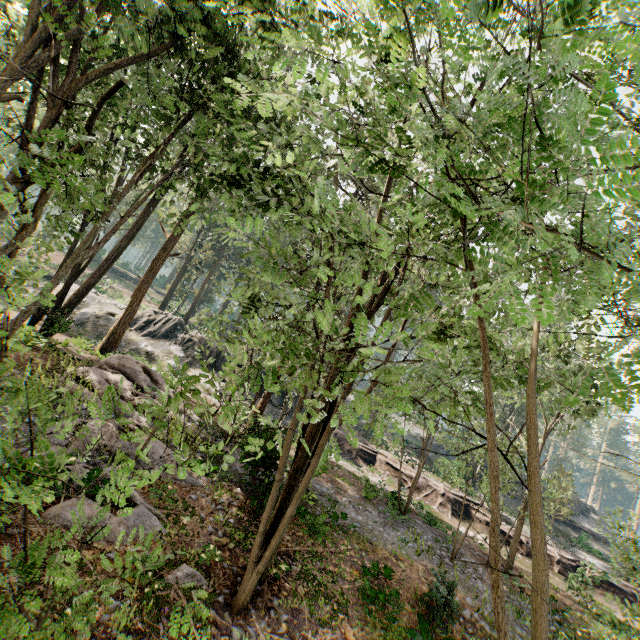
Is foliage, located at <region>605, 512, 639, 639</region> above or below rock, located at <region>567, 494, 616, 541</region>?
below

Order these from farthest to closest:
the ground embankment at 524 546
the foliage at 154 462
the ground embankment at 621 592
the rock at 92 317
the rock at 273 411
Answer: the rock at 273 411 < the rock at 92 317 < the ground embankment at 524 546 < the ground embankment at 621 592 < the foliage at 154 462

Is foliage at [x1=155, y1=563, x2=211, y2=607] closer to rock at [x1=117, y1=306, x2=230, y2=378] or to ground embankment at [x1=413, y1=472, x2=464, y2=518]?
ground embankment at [x1=413, y1=472, x2=464, y2=518]

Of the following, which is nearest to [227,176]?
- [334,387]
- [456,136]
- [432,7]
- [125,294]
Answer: [432,7]

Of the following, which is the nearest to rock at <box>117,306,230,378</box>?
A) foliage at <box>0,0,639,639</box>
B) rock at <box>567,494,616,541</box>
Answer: foliage at <box>0,0,639,639</box>

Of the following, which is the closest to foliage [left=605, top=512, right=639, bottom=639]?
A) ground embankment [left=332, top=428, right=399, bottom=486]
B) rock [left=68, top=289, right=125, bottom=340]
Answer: ground embankment [left=332, top=428, right=399, bottom=486]

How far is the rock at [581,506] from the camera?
44.1m

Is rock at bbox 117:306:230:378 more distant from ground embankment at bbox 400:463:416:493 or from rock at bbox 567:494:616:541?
rock at bbox 567:494:616:541
